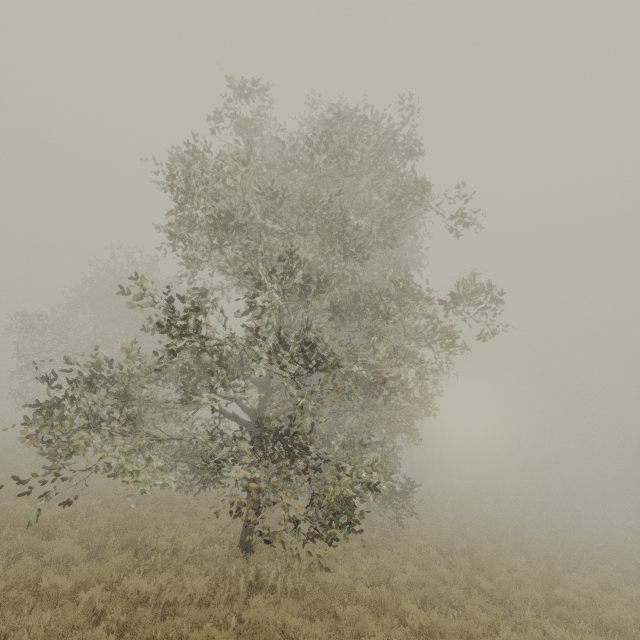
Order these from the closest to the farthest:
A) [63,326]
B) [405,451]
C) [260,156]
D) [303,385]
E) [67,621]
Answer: [67,621], [303,385], [260,156], [63,326], [405,451]
